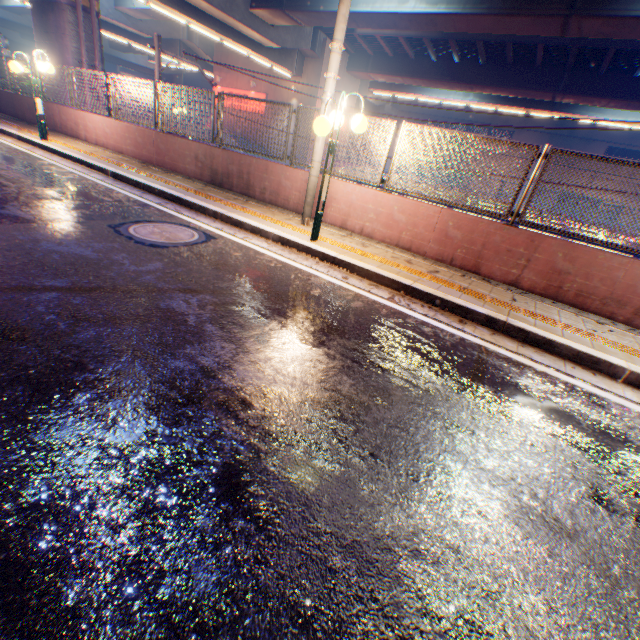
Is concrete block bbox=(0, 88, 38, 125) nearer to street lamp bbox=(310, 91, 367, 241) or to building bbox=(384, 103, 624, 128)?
street lamp bbox=(310, 91, 367, 241)

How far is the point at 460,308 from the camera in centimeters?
459cm

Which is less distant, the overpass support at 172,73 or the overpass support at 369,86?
the overpass support at 369,86

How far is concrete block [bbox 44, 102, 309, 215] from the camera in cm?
788

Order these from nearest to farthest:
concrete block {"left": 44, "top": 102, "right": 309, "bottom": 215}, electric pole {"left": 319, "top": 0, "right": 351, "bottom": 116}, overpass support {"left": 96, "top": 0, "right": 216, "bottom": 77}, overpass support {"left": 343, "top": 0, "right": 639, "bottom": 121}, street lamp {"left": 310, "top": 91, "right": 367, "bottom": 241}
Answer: street lamp {"left": 310, "top": 91, "right": 367, "bottom": 241} → electric pole {"left": 319, "top": 0, "right": 351, "bottom": 116} → concrete block {"left": 44, "top": 102, "right": 309, "bottom": 215} → overpass support {"left": 343, "top": 0, "right": 639, "bottom": 121} → overpass support {"left": 96, "top": 0, "right": 216, "bottom": 77}

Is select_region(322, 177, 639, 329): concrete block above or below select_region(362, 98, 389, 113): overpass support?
below

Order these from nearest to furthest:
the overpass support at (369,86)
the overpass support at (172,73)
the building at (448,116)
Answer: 1. the overpass support at (369,86)
2. the building at (448,116)
3. the overpass support at (172,73)

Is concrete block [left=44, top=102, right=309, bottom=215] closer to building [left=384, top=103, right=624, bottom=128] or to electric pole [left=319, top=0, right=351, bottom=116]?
electric pole [left=319, top=0, right=351, bottom=116]
